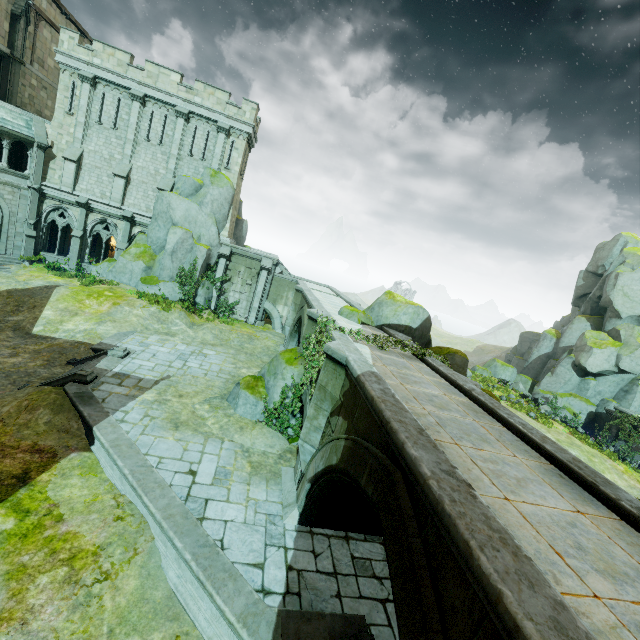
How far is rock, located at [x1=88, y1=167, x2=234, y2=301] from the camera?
23.77m

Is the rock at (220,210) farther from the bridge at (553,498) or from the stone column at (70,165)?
the bridge at (553,498)

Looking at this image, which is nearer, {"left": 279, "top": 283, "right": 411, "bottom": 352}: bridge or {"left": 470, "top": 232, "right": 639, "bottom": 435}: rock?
{"left": 279, "top": 283, "right": 411, "bottom": 352}: bridge

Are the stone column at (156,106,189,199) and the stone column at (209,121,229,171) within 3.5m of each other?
yes

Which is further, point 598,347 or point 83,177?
point 598,347

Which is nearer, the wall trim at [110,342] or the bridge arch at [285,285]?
the wall trim at [110,342]

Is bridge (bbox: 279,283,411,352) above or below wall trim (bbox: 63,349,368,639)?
above

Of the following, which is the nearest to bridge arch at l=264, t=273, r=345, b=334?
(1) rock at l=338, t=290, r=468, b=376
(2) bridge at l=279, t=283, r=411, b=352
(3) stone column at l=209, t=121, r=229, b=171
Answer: (2) bridge at l=279, t=283, r=411, b=352
